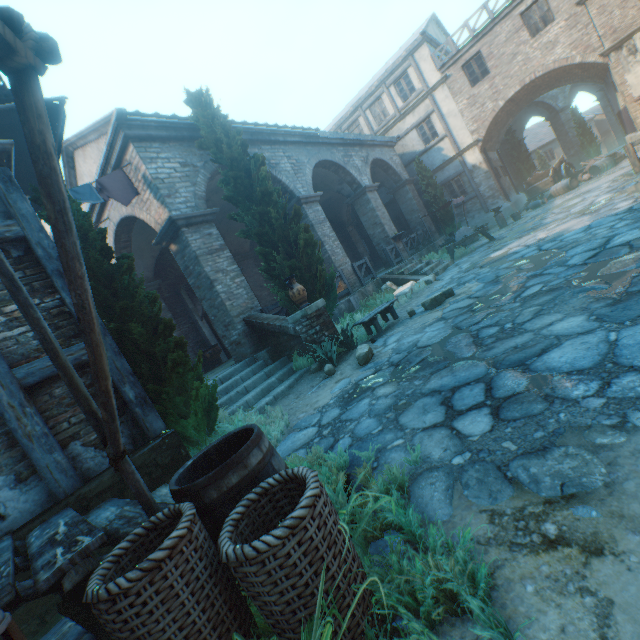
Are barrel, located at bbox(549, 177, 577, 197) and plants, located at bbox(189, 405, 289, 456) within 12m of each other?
no

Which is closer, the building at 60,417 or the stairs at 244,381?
the building at 60,417

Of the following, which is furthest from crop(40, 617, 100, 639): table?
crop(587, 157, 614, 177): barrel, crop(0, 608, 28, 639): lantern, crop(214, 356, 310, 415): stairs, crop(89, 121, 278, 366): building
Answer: crop(587, 157, 614, 177): barrel

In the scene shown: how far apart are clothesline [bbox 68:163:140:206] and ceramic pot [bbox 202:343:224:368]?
5.9m

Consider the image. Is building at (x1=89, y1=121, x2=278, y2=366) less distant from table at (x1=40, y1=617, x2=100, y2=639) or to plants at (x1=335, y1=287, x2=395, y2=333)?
table at (x1=40, y1=617, x2=100, y2=639)

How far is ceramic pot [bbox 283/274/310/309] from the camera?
7.18m

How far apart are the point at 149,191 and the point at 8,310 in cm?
586

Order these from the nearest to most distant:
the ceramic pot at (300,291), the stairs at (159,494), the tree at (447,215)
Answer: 1. the stairs at (159,494)
2. the ceramic pot at (300,291)
3. the tree at (447,215)
